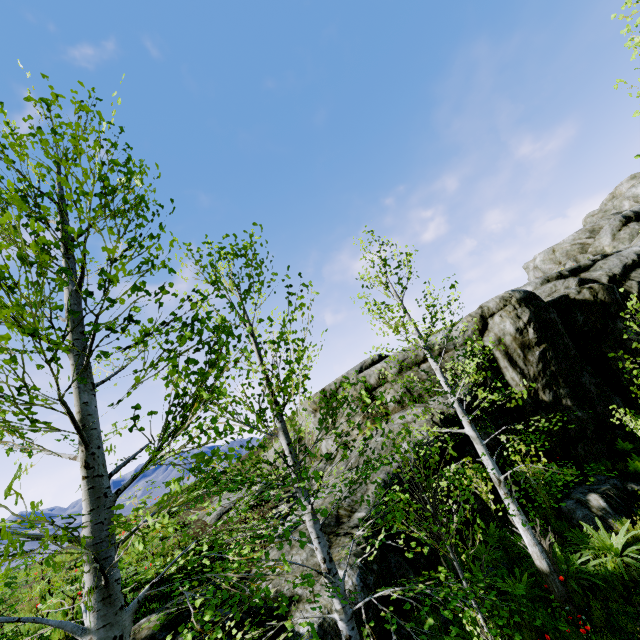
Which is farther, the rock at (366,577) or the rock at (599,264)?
the rock at (599,264)

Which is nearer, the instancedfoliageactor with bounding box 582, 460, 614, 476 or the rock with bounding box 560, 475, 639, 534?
the instancedfoliageactor with bounding box 582, 460, 614, 476

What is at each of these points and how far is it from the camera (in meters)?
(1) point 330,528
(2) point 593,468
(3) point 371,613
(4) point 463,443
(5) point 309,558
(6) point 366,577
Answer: (1) rock, 7.98
(2) instancedfoliageactor, 11.64
(3) rock, 6.00
(4) rock, 11.45
(5) rock, 6.84
(6) rock, 6.18

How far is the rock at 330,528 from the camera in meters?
6.7

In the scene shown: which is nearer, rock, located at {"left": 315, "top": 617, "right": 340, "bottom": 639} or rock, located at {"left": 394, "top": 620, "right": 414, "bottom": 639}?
rock, located at {"left": 315, "top": 617, "right": 340, "bottom": 639}

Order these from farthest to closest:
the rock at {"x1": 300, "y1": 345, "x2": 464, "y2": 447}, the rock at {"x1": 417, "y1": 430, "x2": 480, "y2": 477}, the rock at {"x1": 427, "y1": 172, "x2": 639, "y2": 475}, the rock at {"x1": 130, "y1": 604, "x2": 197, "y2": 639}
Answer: the rock at {"x1": 427, "y1": 172, "x2": 639, "y2": 475}
the rock at {"x1": 300, "y1": 345, "x2": 464, "y2": 447}
the rock at {"x1": 417, "y1": 430, "x2": 480, "y2": 477}
the rock at {"x1": 130, "y1": 604, "x2": 197, "y2": 639}

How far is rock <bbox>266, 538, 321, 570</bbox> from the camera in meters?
6.7 m
